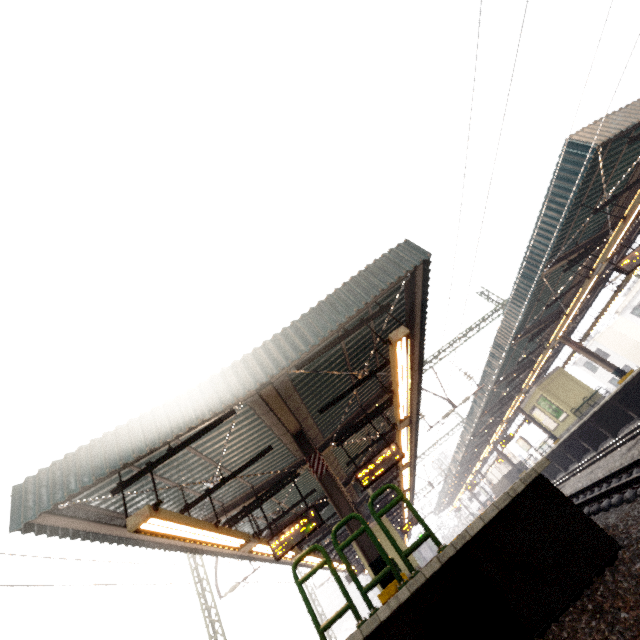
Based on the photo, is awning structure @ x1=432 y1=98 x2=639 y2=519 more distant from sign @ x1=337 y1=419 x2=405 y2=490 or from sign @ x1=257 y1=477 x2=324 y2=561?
sign @ x1=257 y1=477 x2=324 y2=561

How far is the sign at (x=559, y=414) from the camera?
20.2 meters

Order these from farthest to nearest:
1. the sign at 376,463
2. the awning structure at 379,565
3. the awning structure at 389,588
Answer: the sign at 376,463
the awning structure at 379,565
the awning structure at 389,588

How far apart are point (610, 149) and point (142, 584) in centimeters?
1806cm

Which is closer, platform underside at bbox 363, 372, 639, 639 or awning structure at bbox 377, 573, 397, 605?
platform underside at bbox 363, 372, 639, 639

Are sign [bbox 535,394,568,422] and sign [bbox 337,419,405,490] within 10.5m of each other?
no

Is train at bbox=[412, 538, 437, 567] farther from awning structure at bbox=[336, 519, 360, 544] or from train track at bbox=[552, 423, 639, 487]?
train track at bbox=[552, 423, 639, 487]

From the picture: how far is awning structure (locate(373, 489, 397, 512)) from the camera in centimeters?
1959cm
